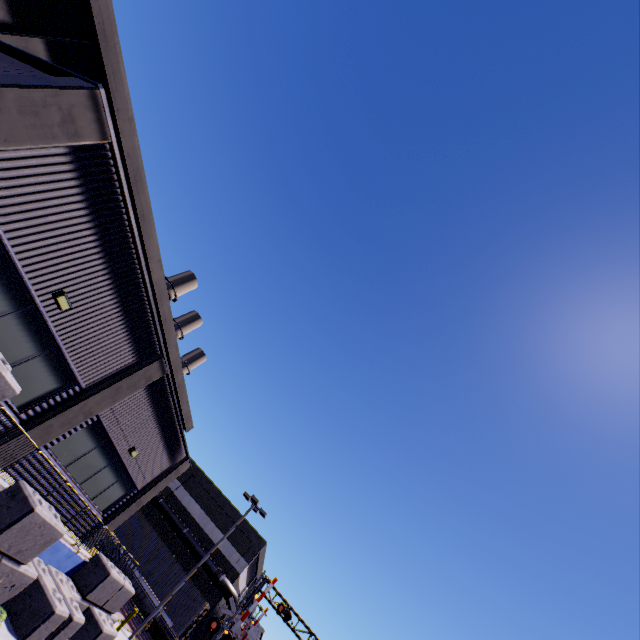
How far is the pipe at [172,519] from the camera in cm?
3041

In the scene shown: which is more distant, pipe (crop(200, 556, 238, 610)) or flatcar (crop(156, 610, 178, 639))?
pipe (crop(200, 556, 238, 610))

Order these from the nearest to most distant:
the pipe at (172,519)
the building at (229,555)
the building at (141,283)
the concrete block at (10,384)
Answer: the concrete block at (10,384) → the building at (141,283) → the pipe at (172,519) → the building at (229,555)

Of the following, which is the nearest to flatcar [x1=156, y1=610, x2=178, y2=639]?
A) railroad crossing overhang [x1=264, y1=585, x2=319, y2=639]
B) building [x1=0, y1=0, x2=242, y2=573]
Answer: railroad crossing overhang [x1=264, y1=585, x2=319, y2=639]

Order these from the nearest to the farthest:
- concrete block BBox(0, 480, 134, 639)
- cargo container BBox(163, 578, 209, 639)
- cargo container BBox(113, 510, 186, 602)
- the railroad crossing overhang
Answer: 1. concrete block BBox(0, 480, 134, 639)
2. cargo container BBox(163, 578, 209, 639)
3. cargo container BBox(113, 510, 186, 602)
4. the railroad crossing overhang

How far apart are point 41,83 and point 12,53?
4.4m

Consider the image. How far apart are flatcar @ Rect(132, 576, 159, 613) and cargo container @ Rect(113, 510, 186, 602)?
0.00m

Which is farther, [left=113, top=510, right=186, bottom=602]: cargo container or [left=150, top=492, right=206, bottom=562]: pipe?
[left=150, top=492, right=206, bottom=562]: pipe
